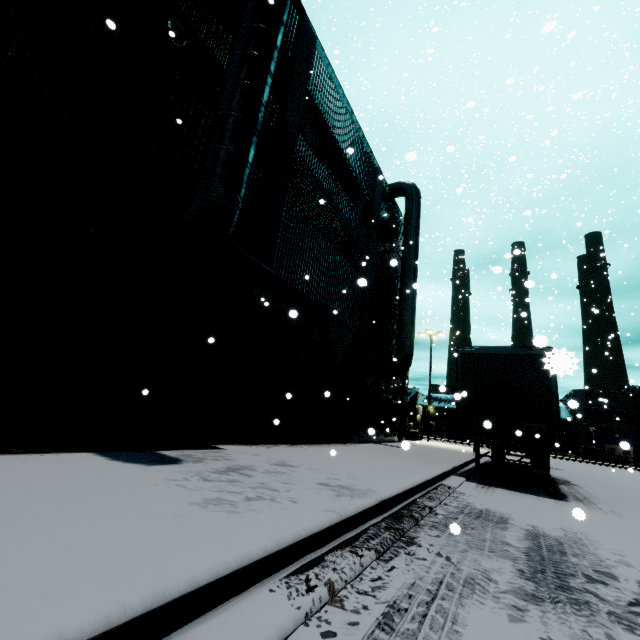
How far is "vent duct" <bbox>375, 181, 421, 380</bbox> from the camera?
16.97m

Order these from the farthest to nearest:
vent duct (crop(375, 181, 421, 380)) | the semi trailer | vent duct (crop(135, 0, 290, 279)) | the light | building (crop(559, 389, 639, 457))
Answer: building (crop(559, 389, 639, 457))
vent duct (crop(375, 181, 421, 380))
the semi trailer
the light
vent duct (crop(135, 0, 290, 279))

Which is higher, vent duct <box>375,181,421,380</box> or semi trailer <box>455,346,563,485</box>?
vent duct <box>375,181,421,380</box>

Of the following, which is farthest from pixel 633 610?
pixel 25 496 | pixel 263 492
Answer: pixel 25 496

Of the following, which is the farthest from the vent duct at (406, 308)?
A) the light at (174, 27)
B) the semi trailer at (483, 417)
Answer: the light at (174, 27)

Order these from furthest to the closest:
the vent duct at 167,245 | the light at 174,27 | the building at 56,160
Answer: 1. the light at 174,27
2. the vent duct at 167,245
3. the building at 56,160

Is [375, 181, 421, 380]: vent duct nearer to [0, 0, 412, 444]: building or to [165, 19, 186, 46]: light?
[0, 0, 412, 444]: building

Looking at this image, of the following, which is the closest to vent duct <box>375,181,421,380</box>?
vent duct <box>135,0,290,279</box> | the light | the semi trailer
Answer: the semi trailer
